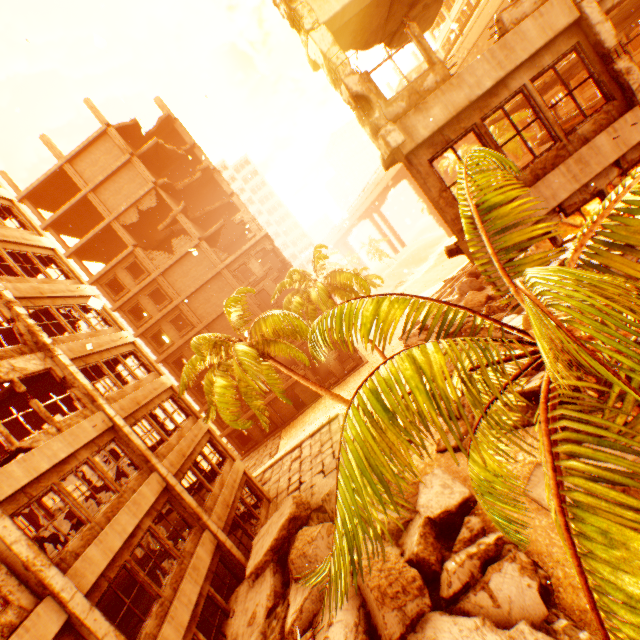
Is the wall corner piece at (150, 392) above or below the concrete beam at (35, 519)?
above

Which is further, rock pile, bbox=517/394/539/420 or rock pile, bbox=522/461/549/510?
rock pile, bbox=517/394/539/420

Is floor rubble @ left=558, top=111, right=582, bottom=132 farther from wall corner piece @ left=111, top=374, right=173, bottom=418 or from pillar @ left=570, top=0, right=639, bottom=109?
wall corner piece @ left=111, top=374, right=173, bottom=418

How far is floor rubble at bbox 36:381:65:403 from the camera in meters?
14.6

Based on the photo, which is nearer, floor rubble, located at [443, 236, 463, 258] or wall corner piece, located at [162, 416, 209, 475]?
floor rubble, located at [443, 236, 463, 258]

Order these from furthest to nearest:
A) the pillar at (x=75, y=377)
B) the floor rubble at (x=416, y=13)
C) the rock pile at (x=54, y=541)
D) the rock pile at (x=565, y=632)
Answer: the pillar at (x=75, y=377), the rock pile at (x=54, y=541), the floor rubble at (x=416, y=13), the rock pile at (x=565, y=632)

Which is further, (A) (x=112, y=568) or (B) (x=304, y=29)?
(A) (x=112, y=568)

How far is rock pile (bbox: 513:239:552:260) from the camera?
20.3m
